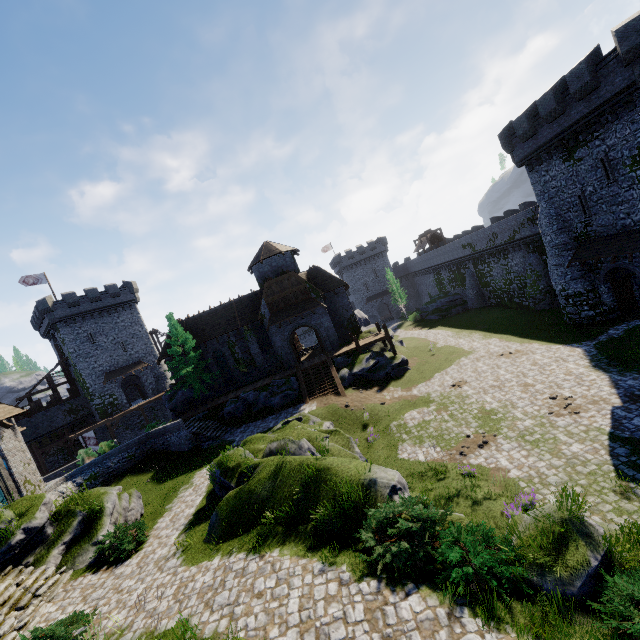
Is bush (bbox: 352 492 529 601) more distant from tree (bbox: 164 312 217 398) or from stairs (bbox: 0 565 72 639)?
tree (bbox: 164 312 217 398)

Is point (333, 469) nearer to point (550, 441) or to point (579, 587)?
point (579, 587)

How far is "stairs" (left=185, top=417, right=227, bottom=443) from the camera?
26.16m

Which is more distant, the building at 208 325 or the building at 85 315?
the building at 85 315

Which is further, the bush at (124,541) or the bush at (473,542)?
the bush at (124,541)

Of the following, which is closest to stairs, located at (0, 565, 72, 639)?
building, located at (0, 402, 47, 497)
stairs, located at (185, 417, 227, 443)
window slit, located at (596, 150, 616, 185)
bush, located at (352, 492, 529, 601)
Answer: building, located at (0, 402, 47, 497)

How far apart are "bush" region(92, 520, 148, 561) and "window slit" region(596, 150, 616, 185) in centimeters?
3229cm

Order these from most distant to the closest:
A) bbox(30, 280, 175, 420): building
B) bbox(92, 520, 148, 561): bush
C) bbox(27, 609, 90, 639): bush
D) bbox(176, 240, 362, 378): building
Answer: bbox(30, 280, 175, 420): building, bbox(176, 240, 362, 378): building, bbox(92, 520, 148, 561): bush, bbox(27, 609, 90, 639): bush
